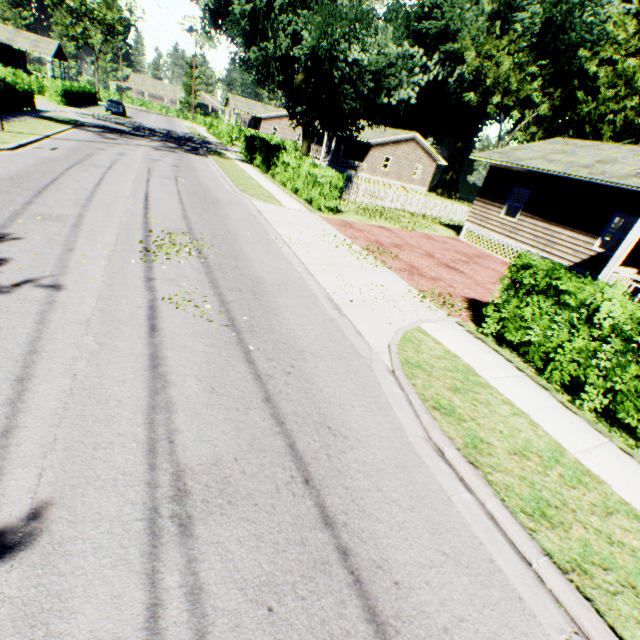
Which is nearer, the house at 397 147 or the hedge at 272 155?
the hedge at 272 155

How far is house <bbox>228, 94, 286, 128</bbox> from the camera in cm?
5734

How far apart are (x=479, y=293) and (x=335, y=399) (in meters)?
8.55

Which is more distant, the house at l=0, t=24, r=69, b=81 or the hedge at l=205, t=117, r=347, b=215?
the house at l=0, t=24, r=69, b=81

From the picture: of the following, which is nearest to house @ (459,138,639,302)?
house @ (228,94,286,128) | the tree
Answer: the tree

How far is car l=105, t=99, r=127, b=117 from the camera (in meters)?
38.25

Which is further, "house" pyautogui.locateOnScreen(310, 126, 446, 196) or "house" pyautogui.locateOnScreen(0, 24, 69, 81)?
"house" pyautogui.locateOnScreen(0, 24, 69, 81)

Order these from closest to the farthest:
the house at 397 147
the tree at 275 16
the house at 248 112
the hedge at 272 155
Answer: the tree at 275 16
the hedge at 272 155
the house at 397 147
the house at 248 112
